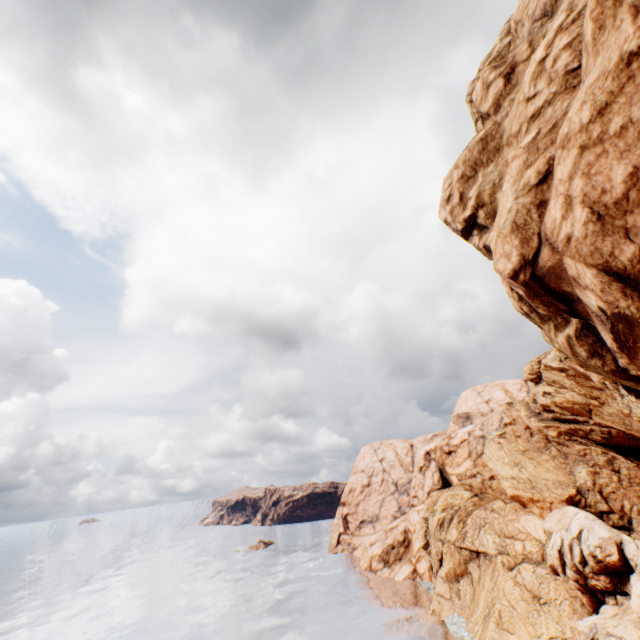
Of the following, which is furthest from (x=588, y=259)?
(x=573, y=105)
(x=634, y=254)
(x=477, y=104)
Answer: (x=477, y=104)
